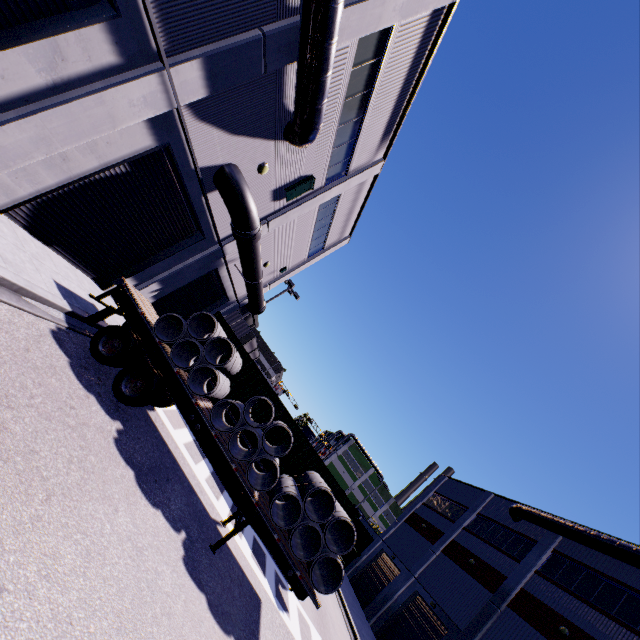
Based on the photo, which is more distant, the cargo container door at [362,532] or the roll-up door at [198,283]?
the roll-up door at [198,283]

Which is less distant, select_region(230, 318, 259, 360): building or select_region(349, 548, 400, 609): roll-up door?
select_region(349, 548, 400, 609): roll-up door

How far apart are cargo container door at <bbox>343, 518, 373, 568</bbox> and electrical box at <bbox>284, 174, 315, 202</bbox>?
13.7 meters

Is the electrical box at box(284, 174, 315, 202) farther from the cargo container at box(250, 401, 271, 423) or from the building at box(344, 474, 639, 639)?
the cargo container at box(250, 401, 271, 423)

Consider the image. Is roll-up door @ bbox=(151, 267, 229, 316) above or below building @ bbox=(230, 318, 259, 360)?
below

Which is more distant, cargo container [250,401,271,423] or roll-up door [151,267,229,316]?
roll-up door [151,267,229,316]

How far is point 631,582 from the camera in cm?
1647

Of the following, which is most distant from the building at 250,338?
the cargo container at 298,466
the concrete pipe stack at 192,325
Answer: the concrete pipe stack at 192,325
